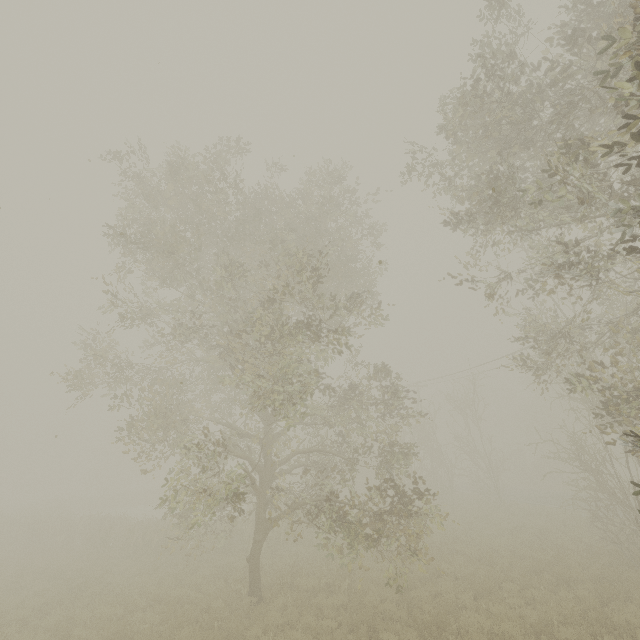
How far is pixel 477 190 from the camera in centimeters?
902cm
